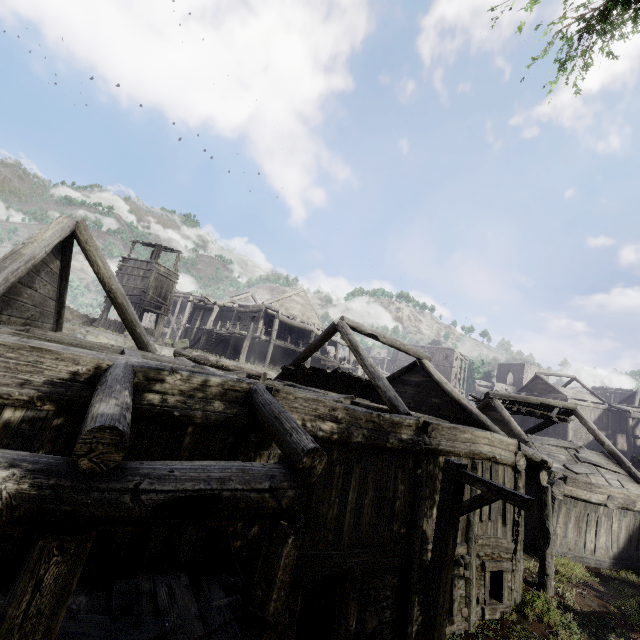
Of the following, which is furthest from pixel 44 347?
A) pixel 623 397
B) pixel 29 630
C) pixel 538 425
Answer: pixel 623 397

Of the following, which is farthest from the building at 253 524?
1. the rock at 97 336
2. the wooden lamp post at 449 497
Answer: the wooden lamp post at 449 497

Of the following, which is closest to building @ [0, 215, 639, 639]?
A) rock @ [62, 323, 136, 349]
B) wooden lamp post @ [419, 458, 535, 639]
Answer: rock @ [62, 323, 136, 349]

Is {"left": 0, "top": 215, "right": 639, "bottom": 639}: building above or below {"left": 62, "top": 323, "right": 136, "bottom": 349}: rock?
below

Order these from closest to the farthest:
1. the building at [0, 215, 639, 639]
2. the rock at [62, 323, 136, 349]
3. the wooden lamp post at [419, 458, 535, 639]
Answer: the building at [0, 215, 639, 639] < the wooden lamp post at [419, 458, 535, 639] < the rock at [62, 323, 136, 349]

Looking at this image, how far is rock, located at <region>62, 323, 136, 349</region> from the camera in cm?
1935

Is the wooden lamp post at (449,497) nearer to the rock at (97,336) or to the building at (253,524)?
the building at (253,524)

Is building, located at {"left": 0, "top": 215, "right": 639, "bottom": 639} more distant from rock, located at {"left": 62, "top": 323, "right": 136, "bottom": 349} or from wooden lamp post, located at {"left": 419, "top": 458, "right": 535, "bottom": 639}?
wooden lamp post, located at {"left": 419, "top": 458, "right": 535, "bottom": 639}
